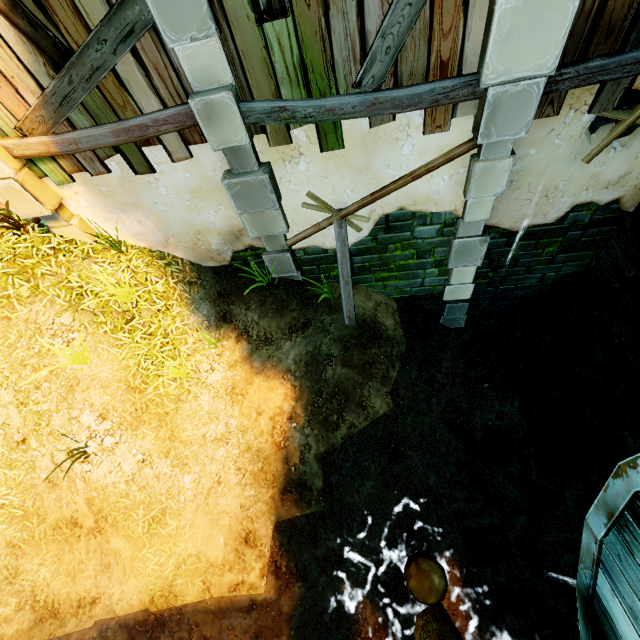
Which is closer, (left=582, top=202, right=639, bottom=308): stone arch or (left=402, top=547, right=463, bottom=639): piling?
(left=402, top=547, right=463, bottom=639): piling

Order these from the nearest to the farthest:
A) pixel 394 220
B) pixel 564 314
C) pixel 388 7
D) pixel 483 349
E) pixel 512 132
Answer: pixel 388 7 → pixel 512 132 → pixel 394 220 → pixel 564 314 → pixel 483 349

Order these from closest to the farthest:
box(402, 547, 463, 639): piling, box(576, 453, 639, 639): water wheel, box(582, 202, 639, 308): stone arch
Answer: box(576, 453, 639, 639): water wheel
box(402, 547, 463, 639): piling
box(582, 202, 639, 308): stone arch

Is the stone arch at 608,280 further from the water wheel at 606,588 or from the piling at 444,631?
the piling at 444,631

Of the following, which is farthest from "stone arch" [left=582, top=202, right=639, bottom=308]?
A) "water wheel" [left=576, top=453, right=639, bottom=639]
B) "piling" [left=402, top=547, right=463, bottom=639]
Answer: "piling" [left=402, top=547, right=463, bottom=639]

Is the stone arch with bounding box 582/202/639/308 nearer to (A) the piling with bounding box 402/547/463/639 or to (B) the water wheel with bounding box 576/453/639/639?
(B) the water wheel with bounding box 576/453/639/639
